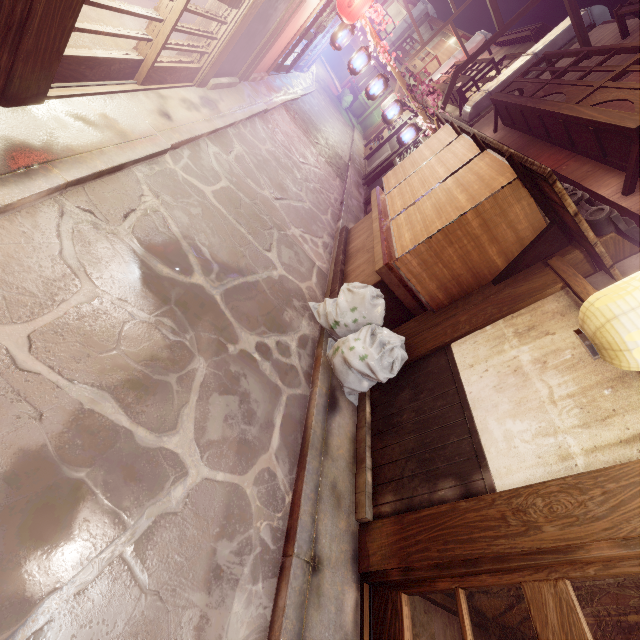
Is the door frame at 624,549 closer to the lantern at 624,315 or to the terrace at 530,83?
the lantern at 624,315

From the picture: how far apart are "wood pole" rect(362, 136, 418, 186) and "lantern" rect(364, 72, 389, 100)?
5.32m

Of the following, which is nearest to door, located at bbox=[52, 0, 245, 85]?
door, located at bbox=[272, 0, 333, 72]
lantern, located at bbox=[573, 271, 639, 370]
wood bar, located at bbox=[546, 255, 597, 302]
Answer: lantern, located at bbox=[573, 271, 639, 370]

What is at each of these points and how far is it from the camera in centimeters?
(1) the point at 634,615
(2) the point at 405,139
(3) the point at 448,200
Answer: (1) building, 621cm
(2) lantern, 1877cm
(3) blind, 788cm

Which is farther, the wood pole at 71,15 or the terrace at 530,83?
the terrace at 530,83

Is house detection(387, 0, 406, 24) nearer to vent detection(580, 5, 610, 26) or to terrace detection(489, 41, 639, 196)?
vent detection(580, 5, 610, 26)

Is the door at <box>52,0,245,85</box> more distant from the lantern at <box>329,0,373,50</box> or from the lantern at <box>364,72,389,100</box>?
the lantern at <box>364,72,389,100</box>

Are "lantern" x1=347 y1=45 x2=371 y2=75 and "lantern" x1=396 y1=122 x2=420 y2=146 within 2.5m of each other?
no
